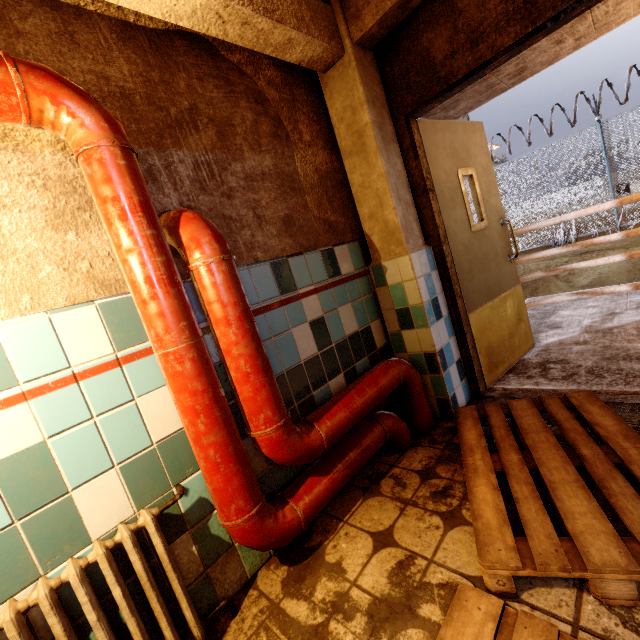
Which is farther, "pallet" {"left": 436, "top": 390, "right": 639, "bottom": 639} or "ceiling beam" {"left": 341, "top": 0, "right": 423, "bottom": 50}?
"ceiling beam" {"left": 341, "top": 0, "right": 423, "bottom": 50}

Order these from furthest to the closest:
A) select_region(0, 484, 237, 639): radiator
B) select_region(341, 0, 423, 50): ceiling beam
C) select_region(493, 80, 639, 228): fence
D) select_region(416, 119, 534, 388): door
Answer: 1. select_region(493, 80, 639, 228): fence
2. select_region(416, 119, 534, 388): door
3. select_region(341, 0, 423, 50): ceiling beam
4. select_region(0, 484, 237, 639): radiator

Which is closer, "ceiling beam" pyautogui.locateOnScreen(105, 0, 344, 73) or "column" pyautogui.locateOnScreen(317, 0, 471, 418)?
"ceiling beam" pyautogui.locateOnScreen(105, 0, 344, 73)

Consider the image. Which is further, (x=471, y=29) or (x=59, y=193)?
(x=471, y=29)

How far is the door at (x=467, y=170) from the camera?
2.51m

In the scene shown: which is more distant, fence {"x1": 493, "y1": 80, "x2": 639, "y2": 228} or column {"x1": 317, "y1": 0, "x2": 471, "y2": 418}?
fence {"x1": 493, "y1": 80, "x2": 639, "y2": 228}

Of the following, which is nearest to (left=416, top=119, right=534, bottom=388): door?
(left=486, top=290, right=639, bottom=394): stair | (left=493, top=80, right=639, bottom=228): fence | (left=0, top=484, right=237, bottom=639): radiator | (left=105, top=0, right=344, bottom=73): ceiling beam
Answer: (left=486, top=290, right=639, bottom=394): stair

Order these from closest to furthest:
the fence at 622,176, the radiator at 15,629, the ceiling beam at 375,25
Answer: the radiator at 15,629 → the ceiling beam at 375,25 → the fence at 622,176
